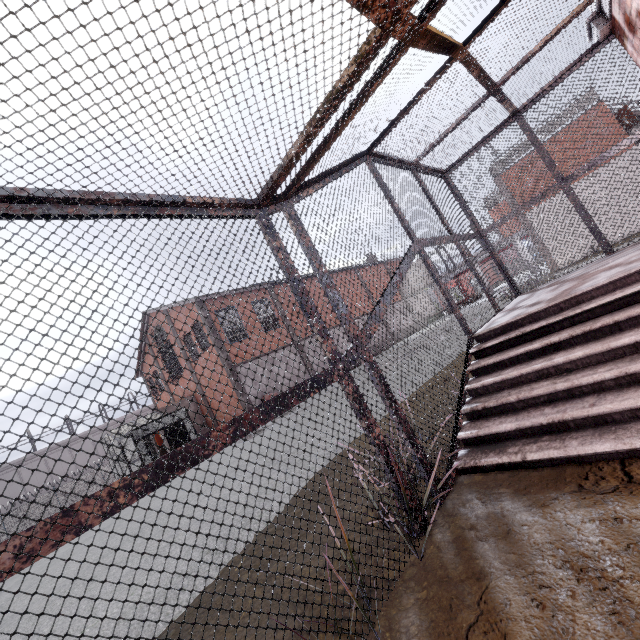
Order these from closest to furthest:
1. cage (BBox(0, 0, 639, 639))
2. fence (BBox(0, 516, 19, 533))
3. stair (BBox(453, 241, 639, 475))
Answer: cage (BBox(0, 0, 639, 639)) < stair (BBox(453, 241, 639, 475)) < fence (BBox(0, 516, 19, 533))

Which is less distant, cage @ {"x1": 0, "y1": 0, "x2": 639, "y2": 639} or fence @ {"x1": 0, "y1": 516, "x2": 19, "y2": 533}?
cage @ {"x1": 0, "y1": 0, "x2": 639, "y2": 639}

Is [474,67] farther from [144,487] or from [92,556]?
[92,556]

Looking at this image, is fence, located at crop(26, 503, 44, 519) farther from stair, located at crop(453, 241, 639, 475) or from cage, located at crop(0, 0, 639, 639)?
stair, located at crop(453, 241, 639, 475)

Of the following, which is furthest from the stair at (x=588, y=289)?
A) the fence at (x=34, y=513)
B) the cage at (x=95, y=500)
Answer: the fence at (x=34, y=513)

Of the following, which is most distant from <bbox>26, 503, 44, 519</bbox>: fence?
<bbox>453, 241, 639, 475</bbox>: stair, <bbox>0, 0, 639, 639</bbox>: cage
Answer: <bbox>453, 241, 639, 475</bbox>: stair

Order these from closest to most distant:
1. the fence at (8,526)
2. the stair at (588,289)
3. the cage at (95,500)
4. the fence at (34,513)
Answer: the cage at (95,500)
the stair at (588,289)
the fence at (8,526)
the fence at (34,513)
